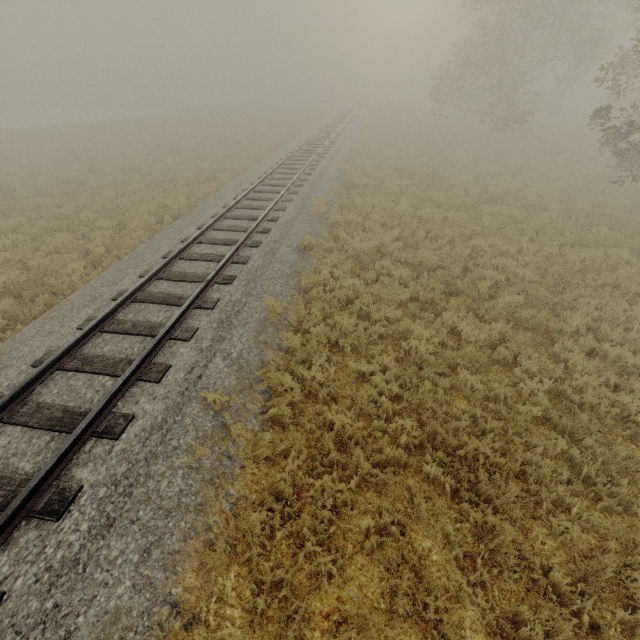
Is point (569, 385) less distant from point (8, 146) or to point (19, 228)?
point (19, 228)
